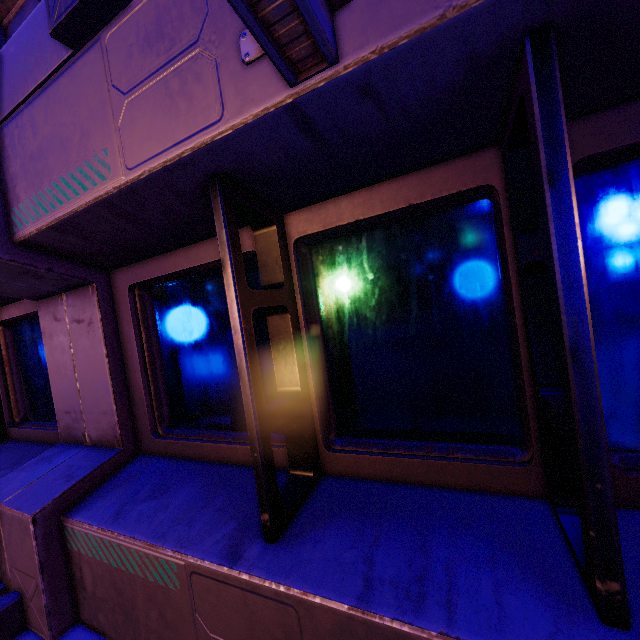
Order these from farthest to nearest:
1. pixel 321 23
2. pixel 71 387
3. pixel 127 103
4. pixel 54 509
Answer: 1. pixel 71 387
2. pixel 54 509
3. pixel 127 103
4. pixel 321 23
